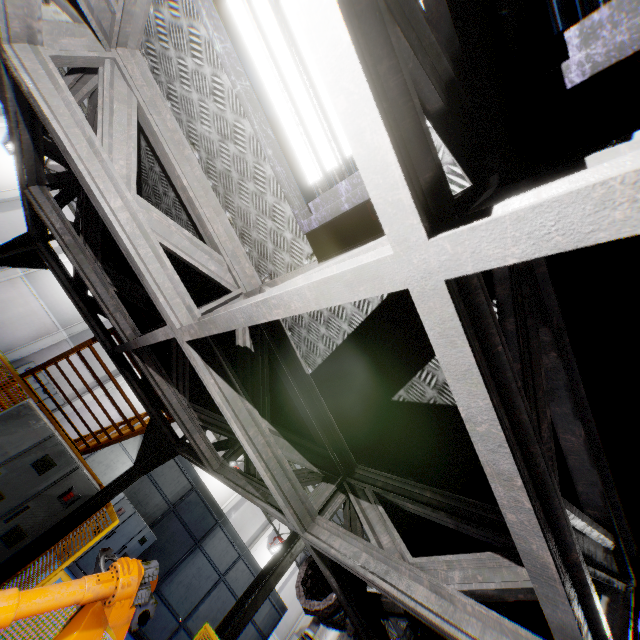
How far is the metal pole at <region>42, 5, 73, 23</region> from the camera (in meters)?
7.38

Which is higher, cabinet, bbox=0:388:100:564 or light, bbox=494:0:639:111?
light, bbox=494:0:639:111

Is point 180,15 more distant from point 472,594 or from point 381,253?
point 472,594

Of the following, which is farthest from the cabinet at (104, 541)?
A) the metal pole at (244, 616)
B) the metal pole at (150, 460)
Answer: the metal pole at (150, 460)

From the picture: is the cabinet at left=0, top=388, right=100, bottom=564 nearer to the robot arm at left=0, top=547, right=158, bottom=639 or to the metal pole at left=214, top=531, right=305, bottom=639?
the robot arm at left=0, top=547, right=158, bottom=639

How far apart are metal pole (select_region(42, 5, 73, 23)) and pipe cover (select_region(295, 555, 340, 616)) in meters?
11.6 m

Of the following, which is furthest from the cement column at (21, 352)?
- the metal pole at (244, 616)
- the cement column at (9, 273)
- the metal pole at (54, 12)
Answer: the metal pole at (244, 616)

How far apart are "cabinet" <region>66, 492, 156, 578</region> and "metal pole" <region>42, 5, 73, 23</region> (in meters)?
12.65
